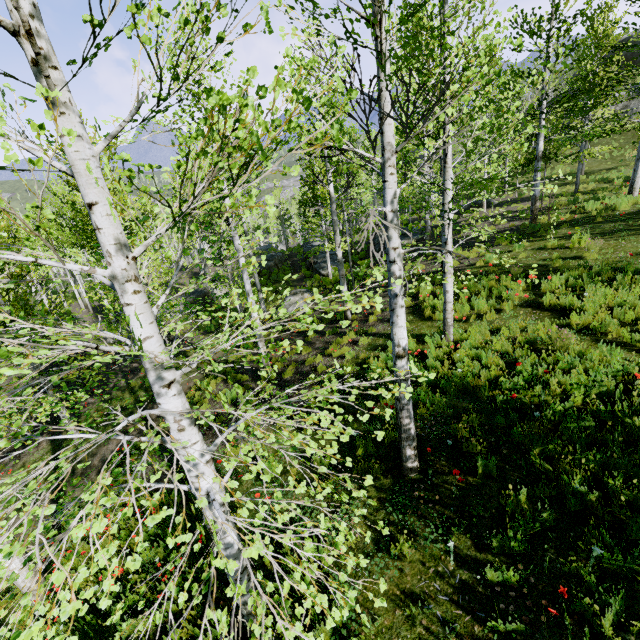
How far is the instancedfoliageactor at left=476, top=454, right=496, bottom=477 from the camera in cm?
448

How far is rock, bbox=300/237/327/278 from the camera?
23.2 meters

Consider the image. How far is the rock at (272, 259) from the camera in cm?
2922

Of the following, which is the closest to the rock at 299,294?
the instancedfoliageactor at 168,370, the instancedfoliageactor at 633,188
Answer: the instancedfoliageactor at 168,370

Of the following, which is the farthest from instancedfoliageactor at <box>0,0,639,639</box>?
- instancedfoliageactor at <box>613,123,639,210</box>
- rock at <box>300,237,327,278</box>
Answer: instancedfoliageactor at <box>613,123,639,210</box>

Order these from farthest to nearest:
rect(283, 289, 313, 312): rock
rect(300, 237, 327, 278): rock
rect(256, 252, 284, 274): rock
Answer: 1. rect(256, 252, 284, 274): rock
2. rect(300, 237, 327, 278): rock
3. rect(283, 289, 313, 312): rock

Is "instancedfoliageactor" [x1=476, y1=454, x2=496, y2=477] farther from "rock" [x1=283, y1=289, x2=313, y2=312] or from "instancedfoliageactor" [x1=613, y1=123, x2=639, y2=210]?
"instancedfoliageactor" [x1=613, y1=123, x2=639, y2=210]

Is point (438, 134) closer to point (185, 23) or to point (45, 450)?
point (185, 23)
